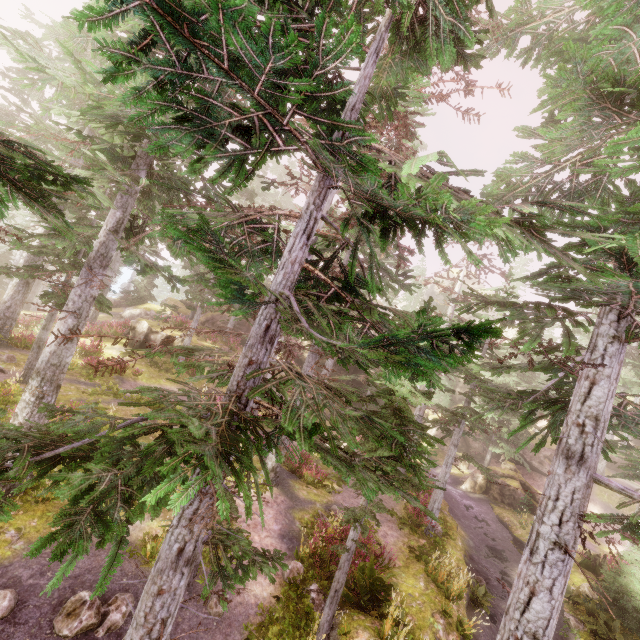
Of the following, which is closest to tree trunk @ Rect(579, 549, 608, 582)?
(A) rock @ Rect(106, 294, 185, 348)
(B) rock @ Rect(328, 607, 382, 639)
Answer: (B) rock @ Rect(328, 607, 382, 639)

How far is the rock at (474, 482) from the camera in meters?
24.8

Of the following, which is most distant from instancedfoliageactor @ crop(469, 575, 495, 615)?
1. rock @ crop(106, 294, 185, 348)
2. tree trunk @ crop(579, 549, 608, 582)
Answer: tree trunk @ crop(579, 549, 608, 582)

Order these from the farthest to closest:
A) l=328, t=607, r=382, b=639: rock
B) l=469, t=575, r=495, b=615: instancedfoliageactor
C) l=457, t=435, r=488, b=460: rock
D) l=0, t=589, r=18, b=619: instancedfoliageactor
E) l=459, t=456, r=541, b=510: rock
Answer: l=457, t=435, r=488, b=460: rock, l=459, t=456, r=541, b=510: rock, l=469, t=575, r=495, b=615: instancedfoliageactor, l=328, t=607, r=382, b=639: rock, l=0, t=589, r=18, b=619: instancedfoliageactor

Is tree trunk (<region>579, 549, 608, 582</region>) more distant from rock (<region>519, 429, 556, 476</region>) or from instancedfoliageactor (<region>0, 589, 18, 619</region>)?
rock (<region>519, 429, 556, 476</region>)

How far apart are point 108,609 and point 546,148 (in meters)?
14.58

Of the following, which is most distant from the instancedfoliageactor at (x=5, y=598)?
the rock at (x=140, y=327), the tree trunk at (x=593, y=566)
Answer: the tree trunk at (x=593, y=566)

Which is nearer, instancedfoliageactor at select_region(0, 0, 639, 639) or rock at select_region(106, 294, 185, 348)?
instancedfoliageactor at select_region(0, 0, 639, 639)
